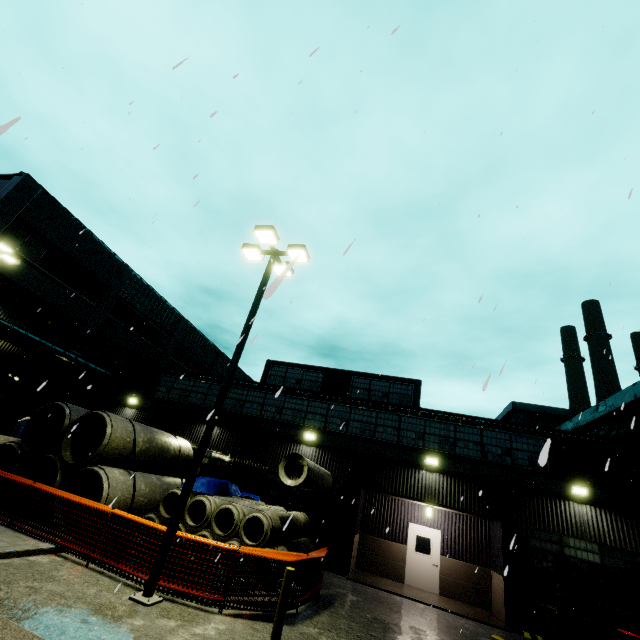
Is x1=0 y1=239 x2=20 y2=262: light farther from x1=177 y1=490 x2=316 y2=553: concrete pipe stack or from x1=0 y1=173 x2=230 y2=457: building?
x1=177 y1=490 x2=316 y2=553: concrete pipe stack

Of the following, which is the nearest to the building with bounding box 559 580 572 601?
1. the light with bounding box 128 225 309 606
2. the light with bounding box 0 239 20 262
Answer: the light with bounding box 0 239 20 262

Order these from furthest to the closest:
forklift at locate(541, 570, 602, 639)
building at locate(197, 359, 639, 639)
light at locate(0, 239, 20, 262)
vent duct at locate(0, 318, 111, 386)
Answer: vent duct at locate(0, 318, 111, 386) < light at locate(0, 239, 20, 262) < building at locate(197, 359, 639, 639) < forklift at locate(541, 570, 602, 639)

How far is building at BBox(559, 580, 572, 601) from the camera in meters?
12.1 m

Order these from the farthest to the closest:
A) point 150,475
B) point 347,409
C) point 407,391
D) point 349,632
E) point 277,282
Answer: point 407,391 → point 347,409 → point 150,475 → point 349,632 → point 277,282

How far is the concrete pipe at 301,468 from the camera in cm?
1138

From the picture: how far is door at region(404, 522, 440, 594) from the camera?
14.7 meters

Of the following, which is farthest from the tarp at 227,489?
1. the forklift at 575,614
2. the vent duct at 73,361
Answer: the forklift at 575,614
